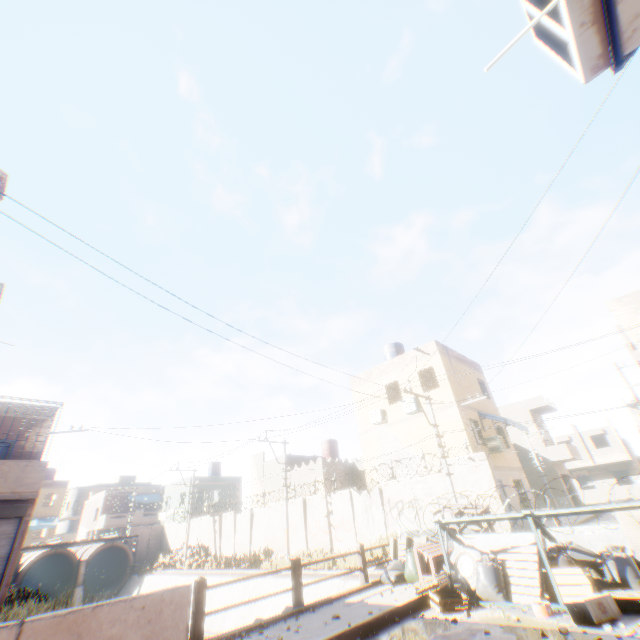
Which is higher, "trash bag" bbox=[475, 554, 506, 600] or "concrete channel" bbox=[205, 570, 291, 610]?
"trash bag" bbox=[475, 554, 506, 600]

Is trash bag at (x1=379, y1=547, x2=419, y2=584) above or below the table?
below

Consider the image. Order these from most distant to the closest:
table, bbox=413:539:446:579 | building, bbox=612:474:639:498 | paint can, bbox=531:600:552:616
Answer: building, bbox=612:474:639:498
table, bbox=413:539:446:579
paint can, bbox=531:600:552:616

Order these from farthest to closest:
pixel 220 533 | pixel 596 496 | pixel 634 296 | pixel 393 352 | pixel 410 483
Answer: pixel 596 496, pixel 220 533, pixel 393 352, pixel 410 483, pixel 634 296

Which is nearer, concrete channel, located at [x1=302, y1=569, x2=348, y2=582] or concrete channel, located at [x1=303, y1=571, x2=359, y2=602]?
→ concrete channel, located at [x1=303, y1=571, x2=359, y2=602]

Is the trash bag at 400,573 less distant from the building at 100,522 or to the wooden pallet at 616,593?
the wooden pallet at 616,593

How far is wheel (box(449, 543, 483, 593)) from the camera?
7.3m

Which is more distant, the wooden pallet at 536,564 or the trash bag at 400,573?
the trash bag at 400,573
